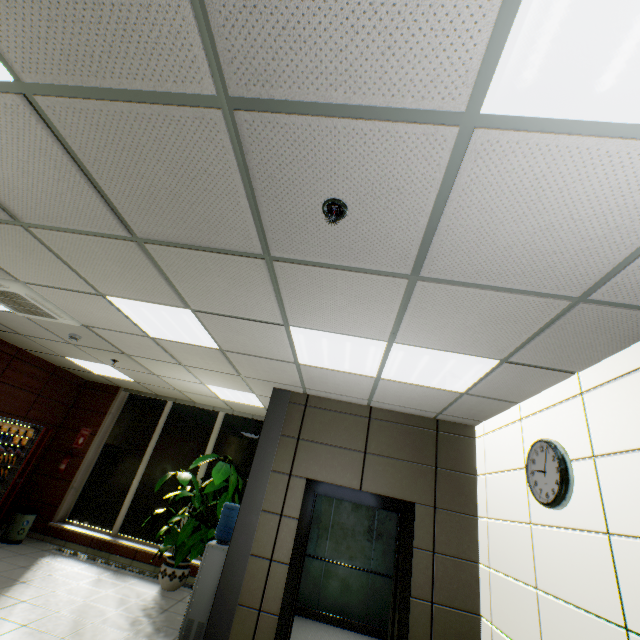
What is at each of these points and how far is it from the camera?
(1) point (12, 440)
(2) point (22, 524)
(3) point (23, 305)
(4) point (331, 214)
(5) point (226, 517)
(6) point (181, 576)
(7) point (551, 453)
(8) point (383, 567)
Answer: (1) vending machine, 5.9m
(2) garbage can, 6.1m
(3) air conditioning vent, 4.0m
(4) fire alarm, 1.8m
(5) water container, 4.7m
(6) flower pot, 5.6m
(7) clock, 2.8m
(8) elevator, 6.0m

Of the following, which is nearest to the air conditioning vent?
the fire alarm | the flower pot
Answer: the fire alarm

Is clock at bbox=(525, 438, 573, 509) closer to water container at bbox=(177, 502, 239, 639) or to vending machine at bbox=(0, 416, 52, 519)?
water container at bbox=(177, 502, 239, 639)

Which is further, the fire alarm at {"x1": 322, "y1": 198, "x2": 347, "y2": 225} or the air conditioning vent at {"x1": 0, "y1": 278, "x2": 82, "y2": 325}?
the air conditioning vent at {"x1": 0, "y1": 278, "x2": 82, "y2": 325}

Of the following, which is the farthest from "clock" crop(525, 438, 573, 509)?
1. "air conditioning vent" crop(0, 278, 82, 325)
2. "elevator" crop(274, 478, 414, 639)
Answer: "air conditioning vent" crop(0, 278, 82, 325)

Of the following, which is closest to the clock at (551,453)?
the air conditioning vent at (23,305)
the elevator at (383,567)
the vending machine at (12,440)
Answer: the elevator at (383,567)

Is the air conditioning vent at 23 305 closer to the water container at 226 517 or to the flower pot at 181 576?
the water container at 226 517

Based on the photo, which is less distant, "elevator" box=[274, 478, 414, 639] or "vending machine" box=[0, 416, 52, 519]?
"elevator" box=[274, 478, 414, 639]
